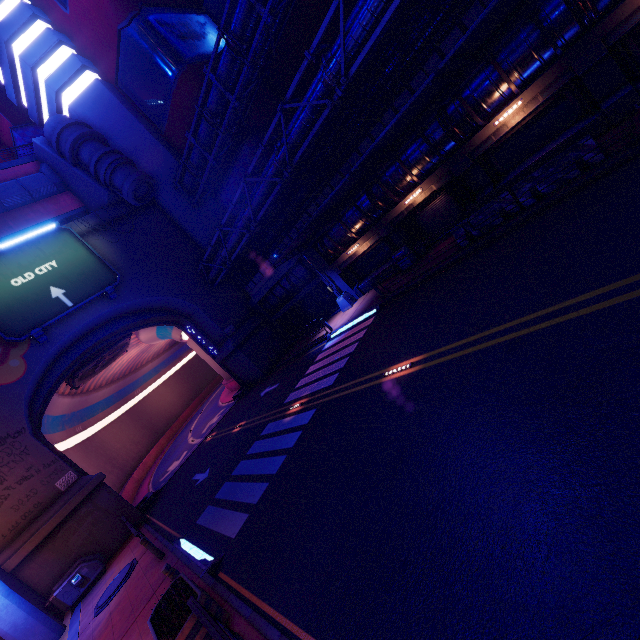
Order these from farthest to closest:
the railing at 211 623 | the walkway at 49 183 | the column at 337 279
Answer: the walkway at 49 183, the column at 337 279, the railing at 211 623

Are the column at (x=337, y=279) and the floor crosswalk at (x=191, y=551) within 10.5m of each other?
no

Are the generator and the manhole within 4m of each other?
yes

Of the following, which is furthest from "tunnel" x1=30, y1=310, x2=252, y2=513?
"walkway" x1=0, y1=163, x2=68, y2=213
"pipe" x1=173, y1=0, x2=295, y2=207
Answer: "walkway" x1=0, y1=163, x2=68, y2=213

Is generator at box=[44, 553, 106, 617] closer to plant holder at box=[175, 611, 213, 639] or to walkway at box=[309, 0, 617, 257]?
plant holder at box=[175, 611, 213, 639]

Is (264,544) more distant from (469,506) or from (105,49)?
(105,49)

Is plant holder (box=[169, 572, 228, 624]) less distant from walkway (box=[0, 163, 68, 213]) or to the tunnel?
the tunnel

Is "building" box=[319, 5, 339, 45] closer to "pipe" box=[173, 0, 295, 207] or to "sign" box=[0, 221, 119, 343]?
"pipe" box=[173, 0, 295, 207]
